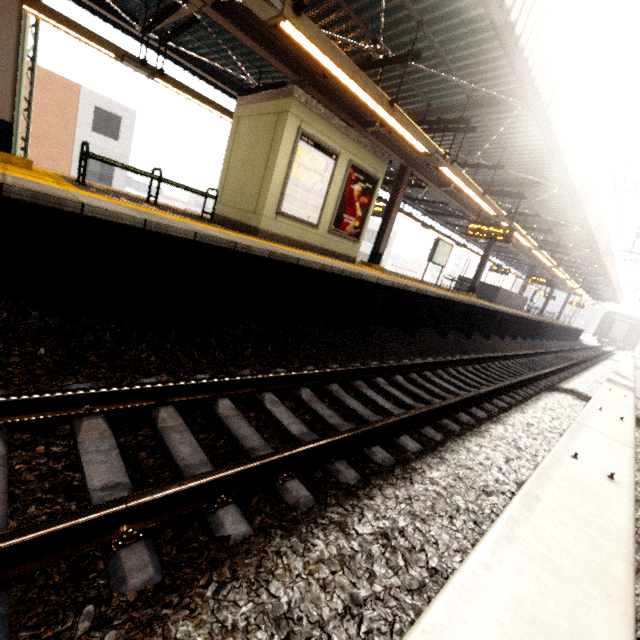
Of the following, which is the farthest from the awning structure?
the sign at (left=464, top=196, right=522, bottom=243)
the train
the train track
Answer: the train track

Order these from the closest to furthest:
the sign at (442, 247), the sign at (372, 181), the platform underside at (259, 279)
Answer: the platform underside at (259, 279) < the sign at (372, 181) < the sign at (442, 247)

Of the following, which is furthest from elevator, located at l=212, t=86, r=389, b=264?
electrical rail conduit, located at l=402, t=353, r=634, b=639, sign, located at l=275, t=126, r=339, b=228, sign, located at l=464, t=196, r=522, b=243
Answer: electrical rail conduit, located at l=402, t=353, r=634, b=639

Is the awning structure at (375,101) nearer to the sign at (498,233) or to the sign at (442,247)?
the sign at (498,233)

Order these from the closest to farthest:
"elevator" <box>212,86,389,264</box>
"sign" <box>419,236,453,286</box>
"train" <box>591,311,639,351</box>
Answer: "elevator" <box>212,86,389,264</box> < "sign" <box>419,236,453,286</box> < "train" <box>591,311,639,351</box>

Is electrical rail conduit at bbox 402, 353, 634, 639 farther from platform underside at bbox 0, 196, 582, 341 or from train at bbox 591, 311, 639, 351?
train at bbox 591, 311, 639, 351

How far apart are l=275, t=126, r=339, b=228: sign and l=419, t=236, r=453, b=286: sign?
8.04m

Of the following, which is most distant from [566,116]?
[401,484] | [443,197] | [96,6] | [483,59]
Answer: [96,6]
